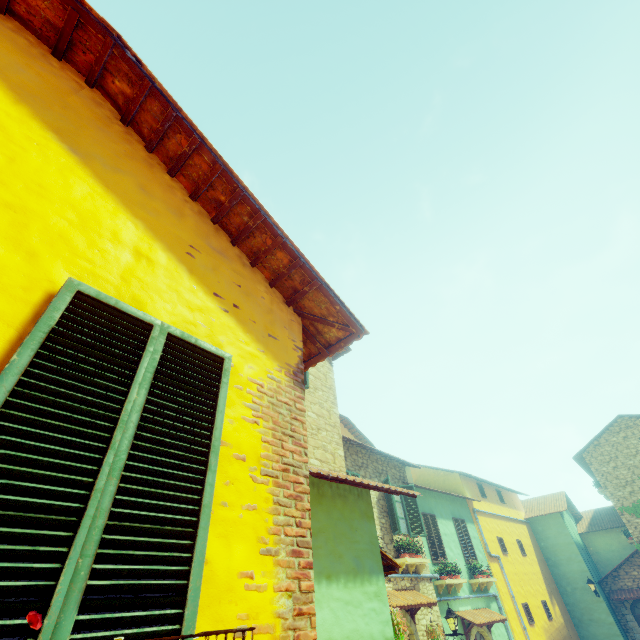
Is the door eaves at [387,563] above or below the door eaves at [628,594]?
above

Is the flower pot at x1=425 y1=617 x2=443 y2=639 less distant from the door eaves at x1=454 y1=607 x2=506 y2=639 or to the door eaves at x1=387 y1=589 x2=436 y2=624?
the door eaves at x1=387 y1=589 x2=436 y2=624

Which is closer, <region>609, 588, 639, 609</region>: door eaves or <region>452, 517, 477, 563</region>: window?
<region>452, 517, 477, 563</region>: window

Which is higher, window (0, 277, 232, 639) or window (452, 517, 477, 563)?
window (452, 517, 477, 563)

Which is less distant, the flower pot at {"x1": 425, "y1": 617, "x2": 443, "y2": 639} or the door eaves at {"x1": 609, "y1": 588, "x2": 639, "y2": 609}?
the flower pot at {"x1": 425, "y1": 617, "x2": 443, "y2": 639}

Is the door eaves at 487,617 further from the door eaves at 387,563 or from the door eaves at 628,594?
the door eaves at 628,594

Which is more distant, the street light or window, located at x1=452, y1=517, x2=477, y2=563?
window, located at x1=452, y1=517, x2=477, y2=563

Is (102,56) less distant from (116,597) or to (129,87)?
(129,87)
